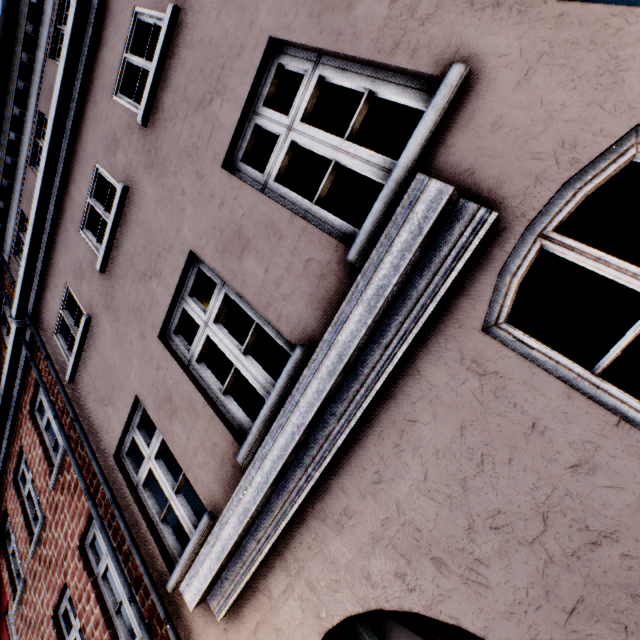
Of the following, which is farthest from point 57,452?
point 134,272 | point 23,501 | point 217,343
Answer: point 217,343
